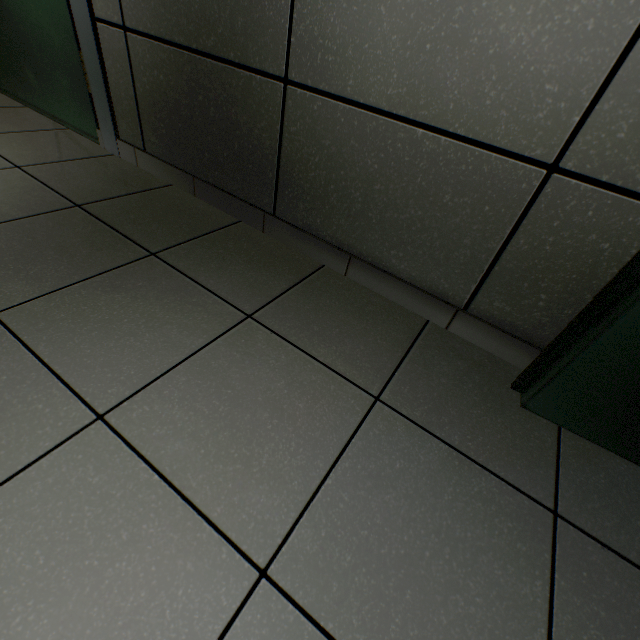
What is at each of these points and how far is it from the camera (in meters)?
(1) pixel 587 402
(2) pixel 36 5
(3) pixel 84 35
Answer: (1) door, 0.87
(2) door, 1.65
(3) doorway, 1.55

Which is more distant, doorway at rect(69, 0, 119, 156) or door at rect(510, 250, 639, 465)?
doorway at rect(69, 0, 119, 156)

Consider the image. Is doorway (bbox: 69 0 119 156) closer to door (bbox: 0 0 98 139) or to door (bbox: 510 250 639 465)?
door (bbox: 0 0 98 139)

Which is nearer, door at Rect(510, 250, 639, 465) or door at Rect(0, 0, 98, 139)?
door at Rect(510, 250, 639, 465)

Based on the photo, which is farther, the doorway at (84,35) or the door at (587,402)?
the doorway at (84,35)

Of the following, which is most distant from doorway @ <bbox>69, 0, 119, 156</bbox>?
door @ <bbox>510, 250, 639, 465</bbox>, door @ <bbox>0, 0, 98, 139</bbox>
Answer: door @ <bbox>510, 250, 639, 465</bbox>

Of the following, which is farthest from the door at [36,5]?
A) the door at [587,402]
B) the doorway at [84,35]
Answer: the door at [587,402]
